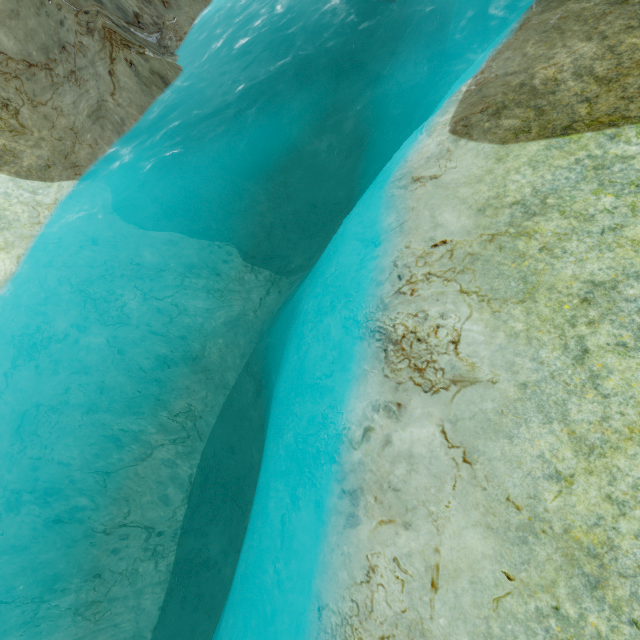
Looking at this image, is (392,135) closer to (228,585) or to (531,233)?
(531,233)
